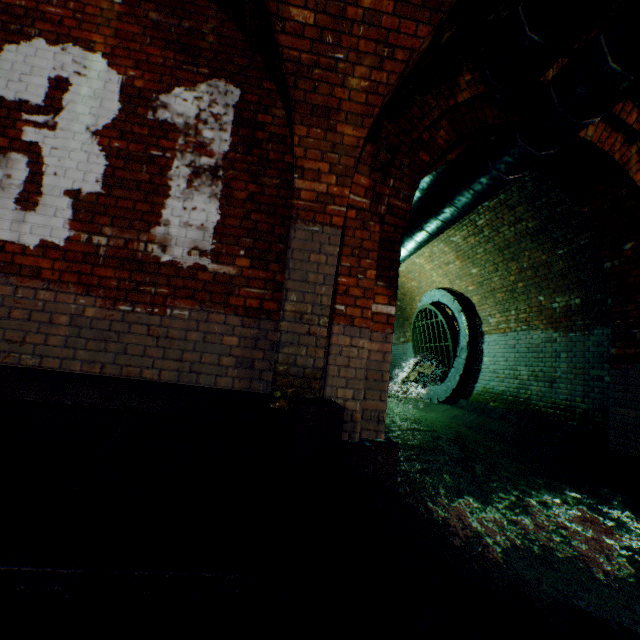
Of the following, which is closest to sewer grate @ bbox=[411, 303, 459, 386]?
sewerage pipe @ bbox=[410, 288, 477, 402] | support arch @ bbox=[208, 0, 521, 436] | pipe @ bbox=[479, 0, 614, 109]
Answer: sewerage pipe @ bbox=[410, 288, 477, 402]

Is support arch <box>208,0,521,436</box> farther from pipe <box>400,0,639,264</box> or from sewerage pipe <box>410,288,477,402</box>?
sewerage pipe <box>410,288,477,402</box>

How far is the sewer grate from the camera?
8.7 meters

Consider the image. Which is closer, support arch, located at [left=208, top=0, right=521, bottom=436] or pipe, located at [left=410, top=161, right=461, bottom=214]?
support arch, located at [left=208, top=0, right=521, bottom=436]

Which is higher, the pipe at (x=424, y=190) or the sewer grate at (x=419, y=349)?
the pipe at (x=424, y=190)

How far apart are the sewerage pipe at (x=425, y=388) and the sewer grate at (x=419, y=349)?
0.01m

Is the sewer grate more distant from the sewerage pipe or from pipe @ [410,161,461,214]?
pipe @ [410,161,461,214]

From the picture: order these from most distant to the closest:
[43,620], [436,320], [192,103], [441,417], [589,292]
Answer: [436,320]
[441,417]
[589,292]
[192,103]
[43,620]
